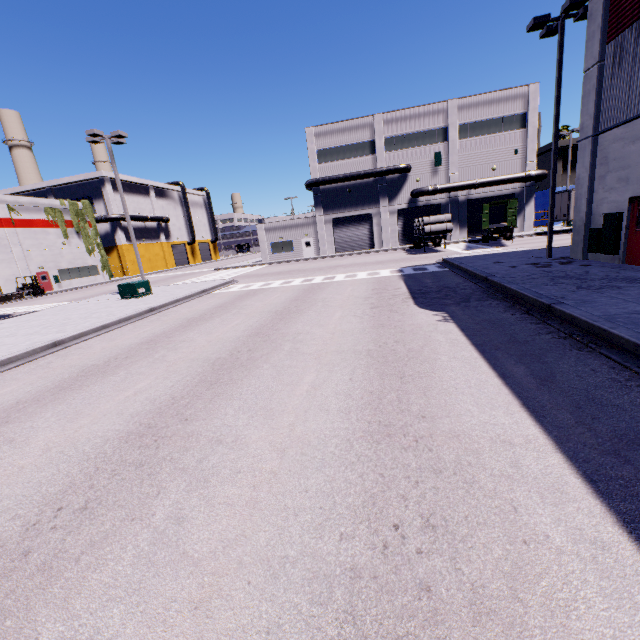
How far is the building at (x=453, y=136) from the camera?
34.8 meters

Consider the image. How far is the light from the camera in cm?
1897

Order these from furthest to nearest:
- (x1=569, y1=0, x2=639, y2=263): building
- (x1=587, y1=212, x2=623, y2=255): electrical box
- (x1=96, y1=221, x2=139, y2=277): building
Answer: (x1=96, y1=221, x2=139, y2=277): building, (x1=587, y1=212, x2=623, y2=255): electrical box, (x1=569, y1=0, x2=639, y2=263): building

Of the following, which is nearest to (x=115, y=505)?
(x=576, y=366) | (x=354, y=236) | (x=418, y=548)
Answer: (x=418, y=548)

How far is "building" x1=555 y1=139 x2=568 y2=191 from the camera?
41.9 meters

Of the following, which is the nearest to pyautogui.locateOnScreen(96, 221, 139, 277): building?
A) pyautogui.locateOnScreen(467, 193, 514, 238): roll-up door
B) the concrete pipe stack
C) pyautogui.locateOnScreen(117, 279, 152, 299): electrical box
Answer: pyautogui.locateOnScreen(467, 193, 514, 238): roll-up door

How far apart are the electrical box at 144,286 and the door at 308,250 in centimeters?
2336cm

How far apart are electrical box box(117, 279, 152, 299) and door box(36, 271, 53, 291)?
26.16m
